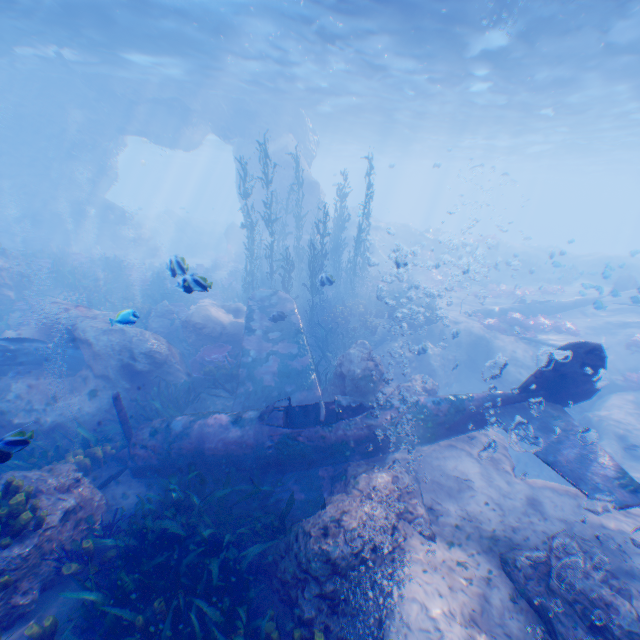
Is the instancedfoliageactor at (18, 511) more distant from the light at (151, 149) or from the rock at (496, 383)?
the light at (151, 149)

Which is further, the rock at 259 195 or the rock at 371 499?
the rock at 259 195

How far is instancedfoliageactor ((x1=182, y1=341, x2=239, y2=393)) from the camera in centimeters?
1076cm

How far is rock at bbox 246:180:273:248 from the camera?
25.1 meters

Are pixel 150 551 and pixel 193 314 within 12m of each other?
yes

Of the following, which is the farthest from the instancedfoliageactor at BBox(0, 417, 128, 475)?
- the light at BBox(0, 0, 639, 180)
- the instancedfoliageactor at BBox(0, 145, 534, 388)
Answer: the light at BBox(0, 0, 639, 180)

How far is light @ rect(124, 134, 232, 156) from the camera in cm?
4312
